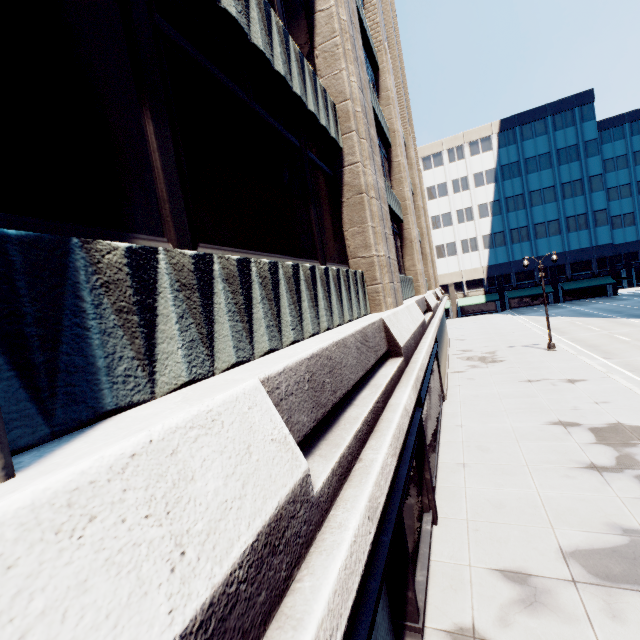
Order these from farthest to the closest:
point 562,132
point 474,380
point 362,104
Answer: point 562,132 < point 474,380 < point 362,104
